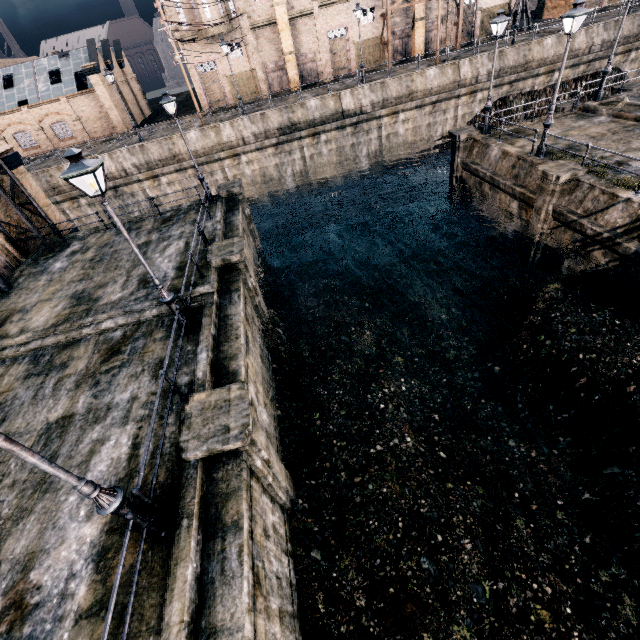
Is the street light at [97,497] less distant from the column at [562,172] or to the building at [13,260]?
the building at [13,260]

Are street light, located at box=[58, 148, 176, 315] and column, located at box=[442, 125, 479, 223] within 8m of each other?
no

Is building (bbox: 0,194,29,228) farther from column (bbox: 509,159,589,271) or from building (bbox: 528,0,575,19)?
building (bbox: 528,0,575,19)

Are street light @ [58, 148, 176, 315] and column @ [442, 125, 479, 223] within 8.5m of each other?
no

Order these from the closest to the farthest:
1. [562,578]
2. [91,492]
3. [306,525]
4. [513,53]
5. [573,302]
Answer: [91,492] → [562,578] → [306,525] → [573,302] → [513,53]

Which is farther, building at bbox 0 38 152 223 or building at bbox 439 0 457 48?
building at bbox 439 0 457 48

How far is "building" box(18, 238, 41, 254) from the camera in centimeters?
1953cm

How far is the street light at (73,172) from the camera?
7.3m
